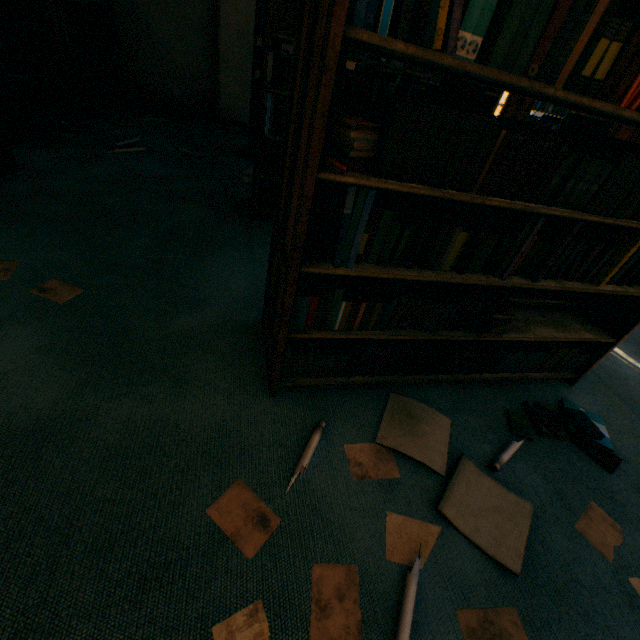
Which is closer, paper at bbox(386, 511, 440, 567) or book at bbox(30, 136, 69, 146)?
paper at bbox(386, 511, 440, 567)

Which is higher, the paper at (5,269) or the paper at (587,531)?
the paper at (5,269)

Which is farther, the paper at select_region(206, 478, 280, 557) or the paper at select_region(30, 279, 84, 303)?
the paper at select_region(30, 279, 84, 303)

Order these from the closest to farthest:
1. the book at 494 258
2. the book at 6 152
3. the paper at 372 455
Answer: the book at 494 258
the paper at 372 455
the book at 6 152

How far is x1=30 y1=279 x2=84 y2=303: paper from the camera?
1.8 meters

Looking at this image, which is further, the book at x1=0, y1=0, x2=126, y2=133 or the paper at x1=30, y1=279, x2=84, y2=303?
the book at x1=0, y1=0, x2=126, y2=133

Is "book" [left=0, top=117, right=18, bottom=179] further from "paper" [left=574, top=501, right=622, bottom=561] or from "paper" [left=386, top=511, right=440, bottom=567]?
"paper" [left=574, top=501, right=622, bottom=561]

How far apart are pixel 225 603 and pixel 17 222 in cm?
274
